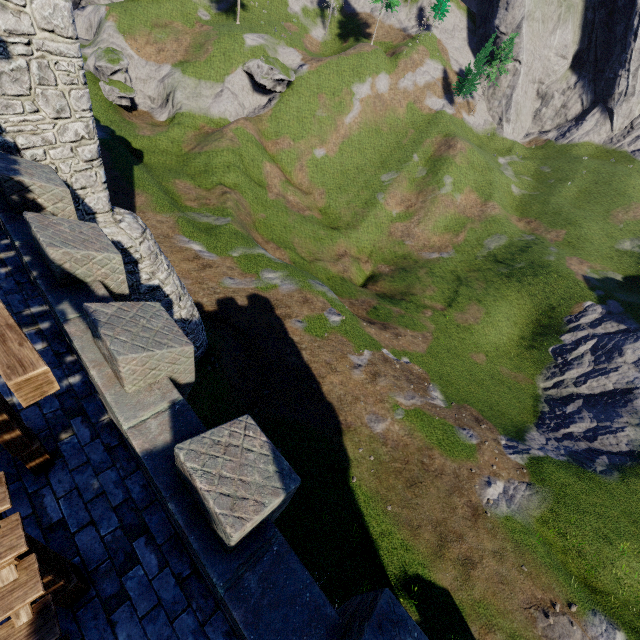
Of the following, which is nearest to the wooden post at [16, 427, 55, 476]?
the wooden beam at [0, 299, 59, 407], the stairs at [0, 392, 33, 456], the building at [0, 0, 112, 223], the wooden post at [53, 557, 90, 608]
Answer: the stairs at [0, 392, 33, 456]

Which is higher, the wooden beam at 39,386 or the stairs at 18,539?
the wooden beam at 39,386

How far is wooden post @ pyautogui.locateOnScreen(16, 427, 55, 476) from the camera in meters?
4.7

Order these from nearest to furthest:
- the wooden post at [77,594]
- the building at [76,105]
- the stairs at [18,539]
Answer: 1. the stairs at [18,539]
2. the wooden post at [77,594]
3. the building at [76,105]

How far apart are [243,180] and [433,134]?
34.90m

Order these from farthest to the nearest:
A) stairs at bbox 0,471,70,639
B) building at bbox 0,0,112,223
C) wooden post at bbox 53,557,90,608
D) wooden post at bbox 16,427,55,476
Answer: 1. building at bbox 0,0,112,223
2. wooden post at bbox 16,427,55,476
3. wooden post at bbox 53,557,90,608
4. stairs at bbox 0,471,70,639

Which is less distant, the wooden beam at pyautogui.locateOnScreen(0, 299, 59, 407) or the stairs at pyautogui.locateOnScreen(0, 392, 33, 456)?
the wooden beam at pyautogui.locateOnScreen(0, 299, 59, 407)

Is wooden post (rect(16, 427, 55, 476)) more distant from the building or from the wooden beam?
the building
